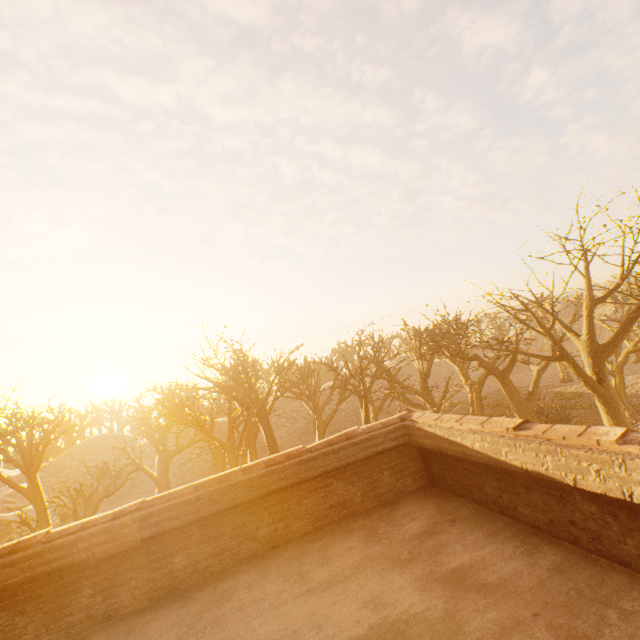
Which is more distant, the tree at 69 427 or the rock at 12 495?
the rock at 12 495

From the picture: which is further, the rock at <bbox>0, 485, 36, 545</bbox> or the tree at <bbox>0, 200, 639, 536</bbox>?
the rock at <bbox>0, 485, 36, 545</bbox>

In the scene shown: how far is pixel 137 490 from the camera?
35.9 meters
